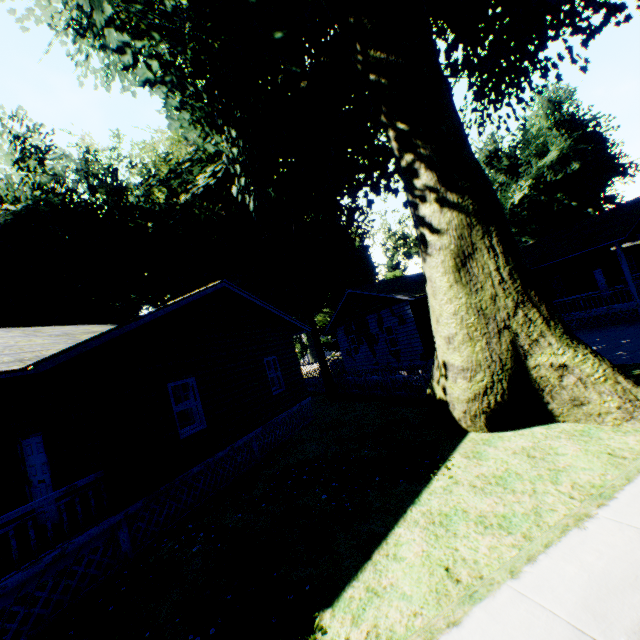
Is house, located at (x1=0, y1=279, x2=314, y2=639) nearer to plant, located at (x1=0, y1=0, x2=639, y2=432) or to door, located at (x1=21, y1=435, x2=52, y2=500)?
door, located at (x1=21, y1=435, x2=52, y2=500)

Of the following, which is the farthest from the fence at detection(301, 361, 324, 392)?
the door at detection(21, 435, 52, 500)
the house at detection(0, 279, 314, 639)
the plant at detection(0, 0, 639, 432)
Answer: the door at detection(21, 435, 52, 500)

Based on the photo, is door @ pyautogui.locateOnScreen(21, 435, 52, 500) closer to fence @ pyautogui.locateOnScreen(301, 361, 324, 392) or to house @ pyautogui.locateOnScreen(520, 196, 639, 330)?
fence @ pyautogui.locateOnScreen(301, 361, 324, 392)

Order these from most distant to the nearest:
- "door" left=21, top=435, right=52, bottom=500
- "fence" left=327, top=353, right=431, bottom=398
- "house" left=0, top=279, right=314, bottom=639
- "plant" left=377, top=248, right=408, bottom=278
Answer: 1. "plant" left=377, top=248, right=408, bottom=278
2. "fence" left=327, top=353, right=431, bottom=398
3. "door" left=21, top=435, right=52, bottom=500
4. "house" left=0, top=279, right=314, bottom=639

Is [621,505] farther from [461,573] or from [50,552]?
[50,552]

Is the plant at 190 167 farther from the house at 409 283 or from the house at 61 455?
the house at 409 283

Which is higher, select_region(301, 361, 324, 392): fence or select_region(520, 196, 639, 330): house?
select_region(520, 196, 639, 330): house

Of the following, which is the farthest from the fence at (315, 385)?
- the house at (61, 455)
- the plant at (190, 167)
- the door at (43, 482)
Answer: the door at (43, 482)
